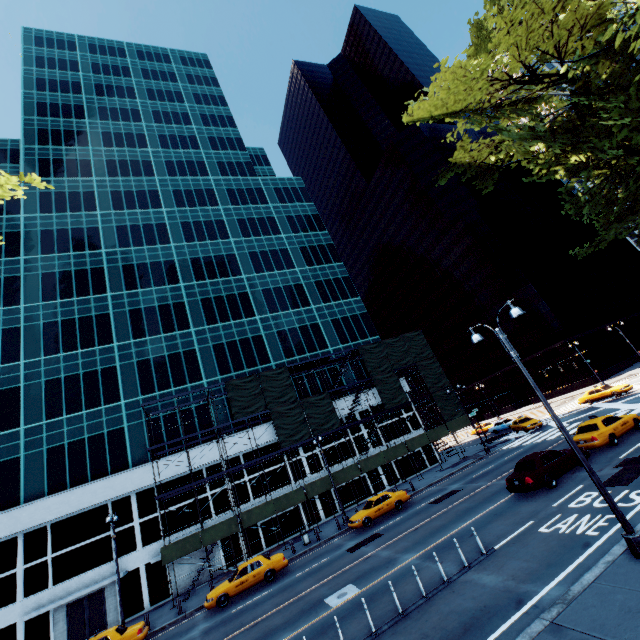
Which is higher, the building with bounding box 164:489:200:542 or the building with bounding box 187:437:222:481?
the building with bounding box 187:437:222:481

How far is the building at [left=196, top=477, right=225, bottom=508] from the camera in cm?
3031

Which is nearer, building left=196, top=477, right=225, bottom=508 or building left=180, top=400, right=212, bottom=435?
building left=196, top=477, right=225, bottom=508

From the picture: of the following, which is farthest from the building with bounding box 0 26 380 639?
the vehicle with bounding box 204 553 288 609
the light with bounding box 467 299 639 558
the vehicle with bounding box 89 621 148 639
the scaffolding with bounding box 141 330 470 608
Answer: the light with bounding box 467 299 639 558

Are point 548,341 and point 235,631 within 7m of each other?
no

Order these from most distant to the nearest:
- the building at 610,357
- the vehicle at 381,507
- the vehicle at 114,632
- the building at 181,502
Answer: the building at 610,357
the building at 181,502
the vehicle at 381,507
the vehicle at 114,632

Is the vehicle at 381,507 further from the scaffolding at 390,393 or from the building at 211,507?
the building at 211,507
